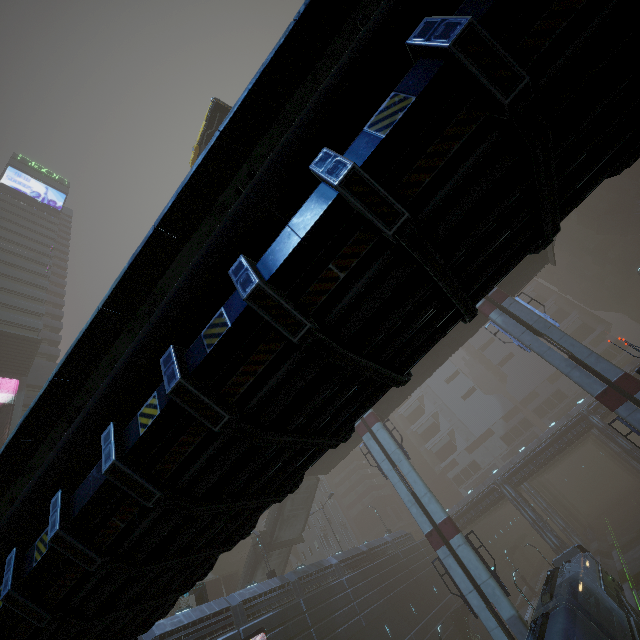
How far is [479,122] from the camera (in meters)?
2.66

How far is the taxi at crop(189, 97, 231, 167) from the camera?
19.8 meters

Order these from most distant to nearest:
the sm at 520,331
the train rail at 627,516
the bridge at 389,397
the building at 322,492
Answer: the building at 322,492 → the train rail at 627,516 → the bridge at 389,397 → the sm at 520,331

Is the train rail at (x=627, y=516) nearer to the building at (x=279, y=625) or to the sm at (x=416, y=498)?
the building at (x=279, y=625)

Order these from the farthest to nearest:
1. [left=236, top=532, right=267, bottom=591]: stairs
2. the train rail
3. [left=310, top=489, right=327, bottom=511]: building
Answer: [left=310, top=489, right=327, bottom=511]: building < [left=236, top=532, right=267, bottom=591]: stairs < the train rail

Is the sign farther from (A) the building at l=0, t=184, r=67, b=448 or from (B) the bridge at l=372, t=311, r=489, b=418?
(B) the bridge at l=372, t=311, r=489, b=418

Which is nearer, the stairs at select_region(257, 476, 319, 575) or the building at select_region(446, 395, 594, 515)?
the stairs at select_region(257, 476, 319, 575)

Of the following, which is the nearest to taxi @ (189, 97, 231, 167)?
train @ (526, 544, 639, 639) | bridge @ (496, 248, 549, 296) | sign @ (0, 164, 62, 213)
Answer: bridge @ (496, 248, 549, 296)
